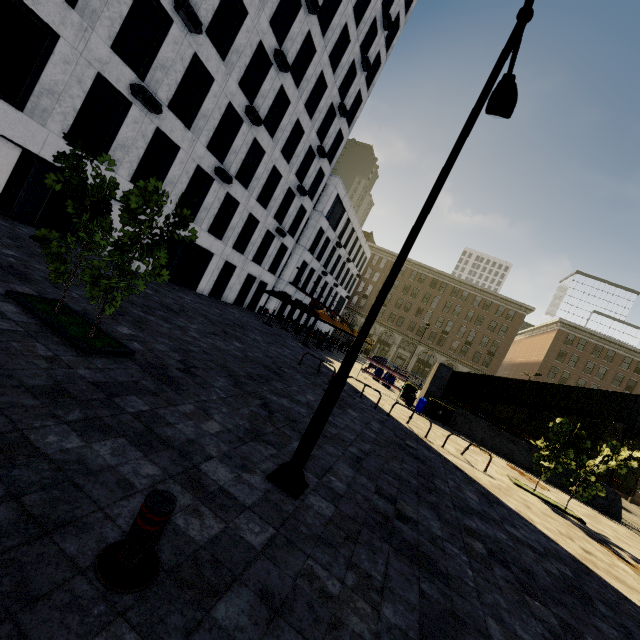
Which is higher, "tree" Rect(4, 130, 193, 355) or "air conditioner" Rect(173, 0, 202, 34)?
"air conditioner" Rect(173, 0, 202, 34)

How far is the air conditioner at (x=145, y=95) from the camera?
13.2 meters

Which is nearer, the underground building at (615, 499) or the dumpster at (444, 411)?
the underground building at (615, 499)

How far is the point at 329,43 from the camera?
23.2 meters

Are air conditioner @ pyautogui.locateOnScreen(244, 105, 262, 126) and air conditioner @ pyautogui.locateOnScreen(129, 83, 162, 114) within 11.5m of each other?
yes

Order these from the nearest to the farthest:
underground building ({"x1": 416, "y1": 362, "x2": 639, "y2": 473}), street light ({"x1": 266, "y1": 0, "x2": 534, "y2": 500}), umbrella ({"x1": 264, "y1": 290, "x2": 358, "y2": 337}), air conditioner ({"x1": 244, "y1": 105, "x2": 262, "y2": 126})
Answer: street light ({"x1": 266, "y1": 0, "x2": 534, "y2": 500}) → underground building ({"x1": 416, "y1": 362, "x2": 639, "y2": 473}) → air conditioner ({"x1": 244, "y1": 105, "x2": 262, "y2": 126}) → umbrella ({"x1": 264, "y1": 290, "x2": 358, "y2": 337})

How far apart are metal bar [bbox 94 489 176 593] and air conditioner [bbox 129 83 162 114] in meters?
16.3

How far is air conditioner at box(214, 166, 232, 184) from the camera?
18.7m
